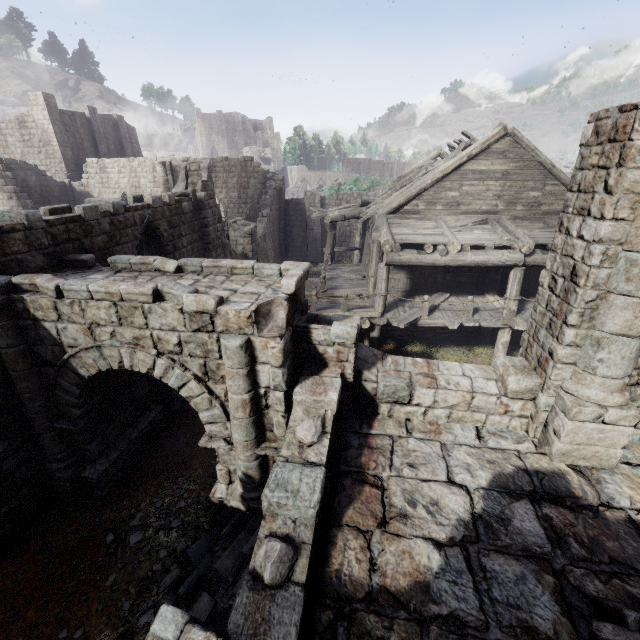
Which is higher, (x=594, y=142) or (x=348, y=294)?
(x=594, y=142)

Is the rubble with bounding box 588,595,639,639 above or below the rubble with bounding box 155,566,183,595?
above

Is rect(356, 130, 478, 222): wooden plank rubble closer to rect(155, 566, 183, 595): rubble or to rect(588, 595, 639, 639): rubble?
rect(155, 566, 183, 595): rubble

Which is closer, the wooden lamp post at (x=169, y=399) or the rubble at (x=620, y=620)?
the rubble at (x=620, y=620)

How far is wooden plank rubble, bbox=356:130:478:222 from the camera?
13.0m

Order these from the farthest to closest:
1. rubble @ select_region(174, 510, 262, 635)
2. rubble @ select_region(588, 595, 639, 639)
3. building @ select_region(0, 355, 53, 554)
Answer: building @ select_region(0, 355, 53, 554), rubble @ select_region(174, 510, 262, 635), rubble @ select_region(588, 595, 639, 639)

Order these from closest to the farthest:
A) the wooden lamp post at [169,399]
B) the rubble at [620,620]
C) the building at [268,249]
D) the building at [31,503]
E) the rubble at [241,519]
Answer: the rubble at [620,620] → the building at [268,249] → the rubble at [241,519] → the building at [31,503] → the wooden lamp post at [169,399]

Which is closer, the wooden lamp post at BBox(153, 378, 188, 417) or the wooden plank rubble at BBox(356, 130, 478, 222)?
the wooden lamp post at BBox(153, 378, 188, 417)
